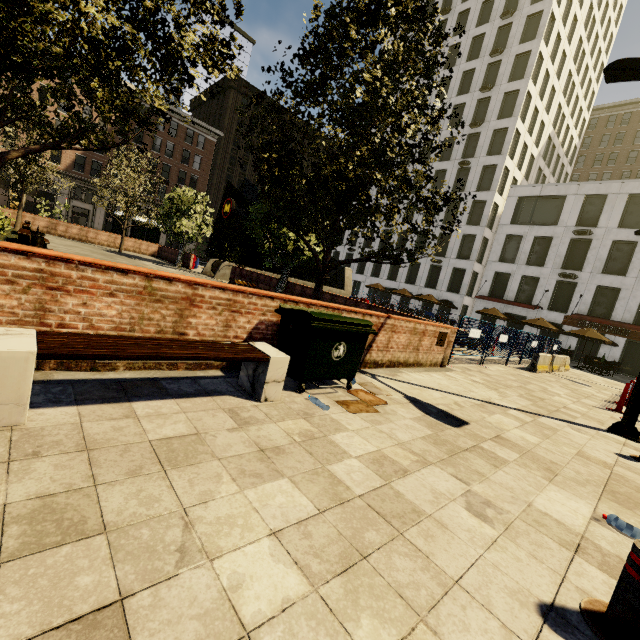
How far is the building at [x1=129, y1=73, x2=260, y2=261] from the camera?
45.8 meters

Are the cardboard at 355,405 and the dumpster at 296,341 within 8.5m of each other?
yes

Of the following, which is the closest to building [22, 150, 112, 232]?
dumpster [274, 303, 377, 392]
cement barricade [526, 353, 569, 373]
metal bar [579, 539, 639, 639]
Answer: dumpster [274, 303, 377, 392]

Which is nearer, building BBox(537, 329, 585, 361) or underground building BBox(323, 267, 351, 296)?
underground building BBox(323, 267, 351, 296)

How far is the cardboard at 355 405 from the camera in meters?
4.4 m

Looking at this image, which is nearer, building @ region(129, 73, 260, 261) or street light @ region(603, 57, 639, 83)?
street light @ region(603, 57, 639, 83)

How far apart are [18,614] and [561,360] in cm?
2084
